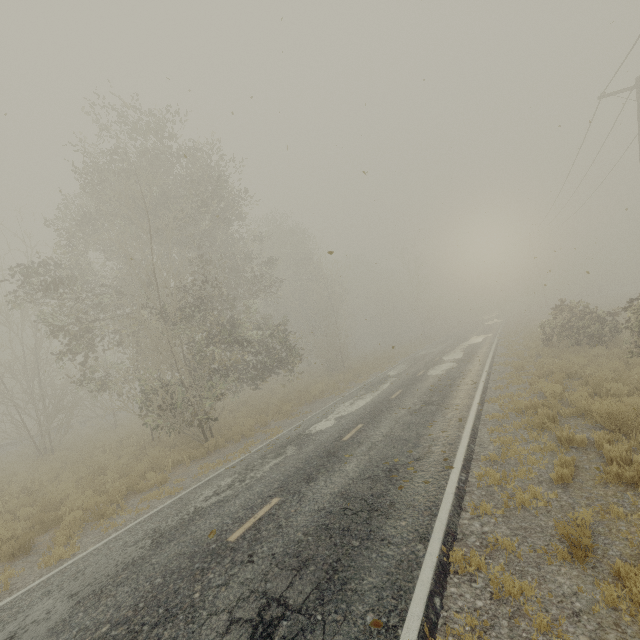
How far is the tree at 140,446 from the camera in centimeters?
1539cm

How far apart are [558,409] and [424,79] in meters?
9.5

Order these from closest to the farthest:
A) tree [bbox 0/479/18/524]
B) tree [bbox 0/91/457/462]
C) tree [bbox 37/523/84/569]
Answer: tree [bbox 37/523/84/569] < tree [bbox 0/479/18/524] < tree [bbox 0/91/457/462]

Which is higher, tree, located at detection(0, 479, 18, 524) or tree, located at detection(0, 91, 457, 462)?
tree, located at detection(0, 91, 457, 462)

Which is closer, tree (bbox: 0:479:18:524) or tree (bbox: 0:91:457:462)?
tree (bbox: 0:479:18:524)

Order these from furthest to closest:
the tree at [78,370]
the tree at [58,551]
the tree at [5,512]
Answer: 1. the tree at [78,370]
2. the tree at [5,512]
3. the tree at [58,551]

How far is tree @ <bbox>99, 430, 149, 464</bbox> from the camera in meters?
15.4
